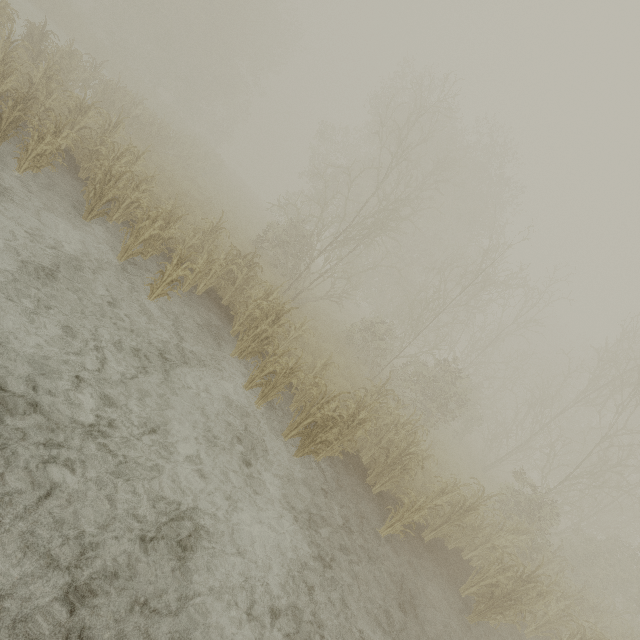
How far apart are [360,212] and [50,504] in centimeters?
2688cm
